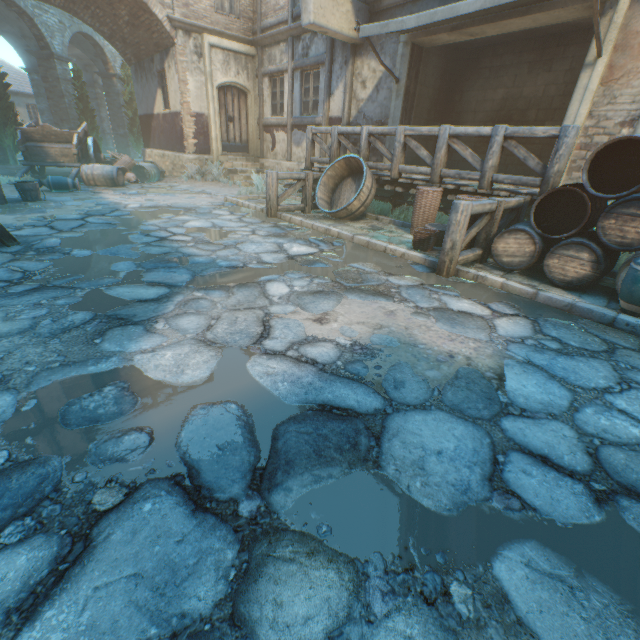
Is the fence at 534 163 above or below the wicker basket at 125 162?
above

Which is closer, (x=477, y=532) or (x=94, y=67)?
(x=477, y=532)

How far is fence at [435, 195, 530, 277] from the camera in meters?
4.1

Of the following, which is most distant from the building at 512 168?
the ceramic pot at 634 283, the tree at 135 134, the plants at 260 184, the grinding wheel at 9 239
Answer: the tree at 135 134

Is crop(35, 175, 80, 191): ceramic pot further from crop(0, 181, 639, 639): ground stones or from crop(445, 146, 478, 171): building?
crop(445, 146, 478, 171): building

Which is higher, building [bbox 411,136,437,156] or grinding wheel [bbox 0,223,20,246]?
building [bbox 411,136,437,156]

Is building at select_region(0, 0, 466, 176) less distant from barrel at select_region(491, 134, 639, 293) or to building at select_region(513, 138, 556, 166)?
building at select_region(513, 138, 556, 166)

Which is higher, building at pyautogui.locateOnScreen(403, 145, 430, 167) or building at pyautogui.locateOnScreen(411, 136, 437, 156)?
building at pyautogui.locateOnScreen(411, 136, 437, 156)
